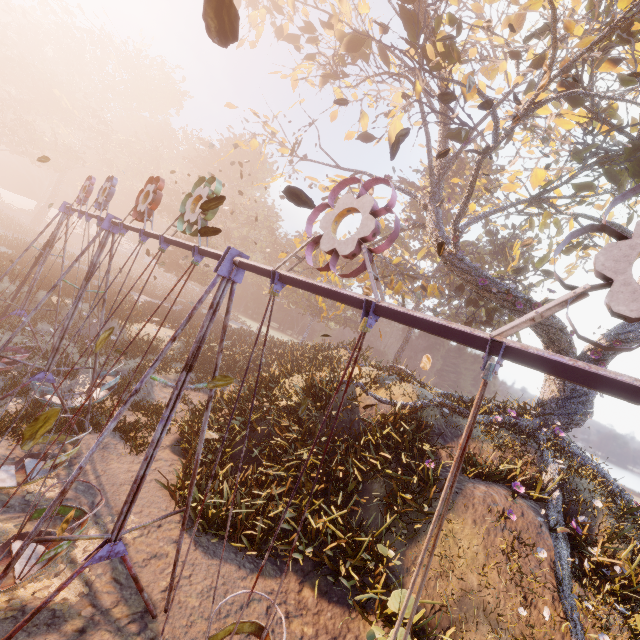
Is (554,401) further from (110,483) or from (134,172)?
(134,172)

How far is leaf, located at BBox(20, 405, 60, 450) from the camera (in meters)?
2.65

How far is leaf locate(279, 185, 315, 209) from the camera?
3.58m

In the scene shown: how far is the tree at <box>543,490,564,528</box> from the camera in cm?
907

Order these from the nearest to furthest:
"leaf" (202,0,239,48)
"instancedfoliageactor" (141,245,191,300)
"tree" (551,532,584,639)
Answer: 1. "leaf" (202,0,239,48)
2. "tree" (551,532,584,639)
3. "instancedfoliageactor" (141,245,191,300)

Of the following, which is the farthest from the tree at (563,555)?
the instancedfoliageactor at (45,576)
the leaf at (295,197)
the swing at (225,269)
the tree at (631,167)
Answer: the leaf at (295,197)

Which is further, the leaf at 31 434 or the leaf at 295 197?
the leaf at 295 197

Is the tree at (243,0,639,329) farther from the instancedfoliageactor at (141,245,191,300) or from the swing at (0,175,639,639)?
the instancedfoliageactor at (141,245,191,300)
